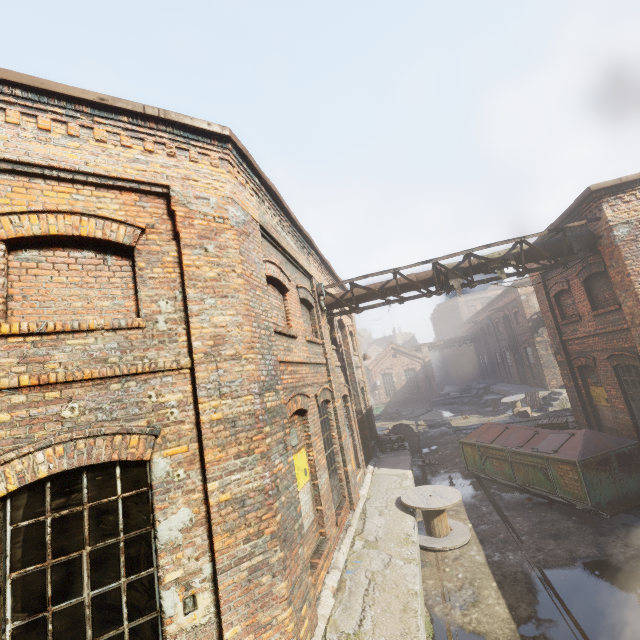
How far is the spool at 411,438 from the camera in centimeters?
1623cm

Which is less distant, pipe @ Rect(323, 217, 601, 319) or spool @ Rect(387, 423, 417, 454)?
pipe @ Rect(323, 217, 601, 319)

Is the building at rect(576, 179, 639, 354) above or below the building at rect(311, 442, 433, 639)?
above

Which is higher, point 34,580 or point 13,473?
point 13,473

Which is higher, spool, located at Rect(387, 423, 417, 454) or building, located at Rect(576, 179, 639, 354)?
building, located at Rect(576, 179, 639, 354)

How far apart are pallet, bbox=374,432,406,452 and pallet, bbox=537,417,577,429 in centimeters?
516cm

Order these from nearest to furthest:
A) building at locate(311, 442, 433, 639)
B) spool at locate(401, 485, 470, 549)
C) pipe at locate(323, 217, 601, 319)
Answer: building at locate(311, 442, 433, 639) → spool at locate(401, 485, 470, 549) → pipe at locate(323, 217, 601, 319)

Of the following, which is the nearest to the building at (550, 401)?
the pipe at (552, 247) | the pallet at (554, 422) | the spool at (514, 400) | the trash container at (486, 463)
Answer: the spool at (514, 400)
